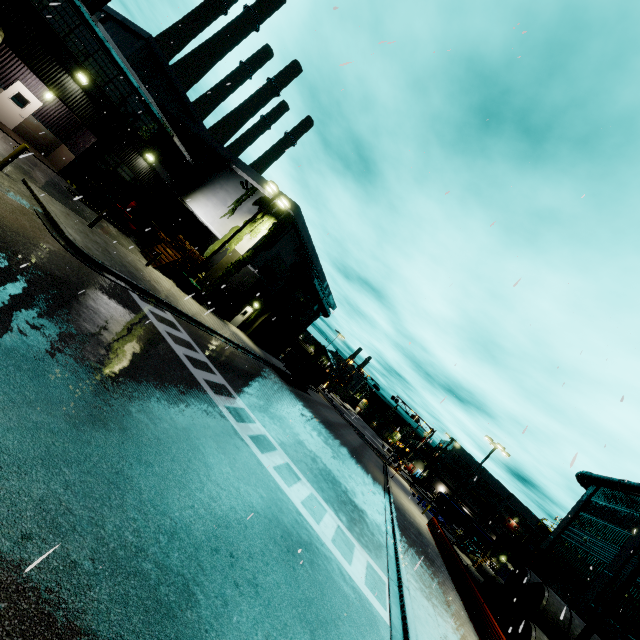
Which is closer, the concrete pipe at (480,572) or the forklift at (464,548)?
the concrete pipe at (480,572)

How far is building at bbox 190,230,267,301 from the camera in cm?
A: 2425

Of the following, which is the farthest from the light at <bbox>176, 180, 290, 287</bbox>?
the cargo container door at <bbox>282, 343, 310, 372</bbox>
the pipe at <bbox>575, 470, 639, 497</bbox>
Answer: the pipe at <bbox>575, 470, 639, 497</bbox>

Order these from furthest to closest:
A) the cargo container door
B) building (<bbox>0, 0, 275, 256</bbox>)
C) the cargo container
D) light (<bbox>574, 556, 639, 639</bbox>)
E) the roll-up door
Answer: the roll-up door < the cargo container < the cargo container door < building (<bbox>0, 0, 275, 256</bbox>) < light (<bbox>574, 556, 639, 639</bbox>)

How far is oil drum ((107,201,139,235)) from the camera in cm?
2452

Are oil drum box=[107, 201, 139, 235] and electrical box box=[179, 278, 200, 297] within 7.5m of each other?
yes

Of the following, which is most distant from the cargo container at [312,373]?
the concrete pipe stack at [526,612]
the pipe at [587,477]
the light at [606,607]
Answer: the light at [606,607]

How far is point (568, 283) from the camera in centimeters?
850cm
